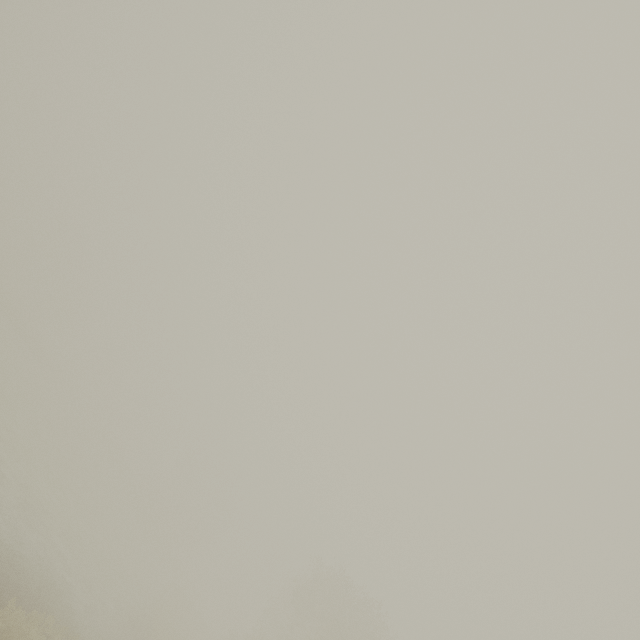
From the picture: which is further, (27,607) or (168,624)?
(168,624)
